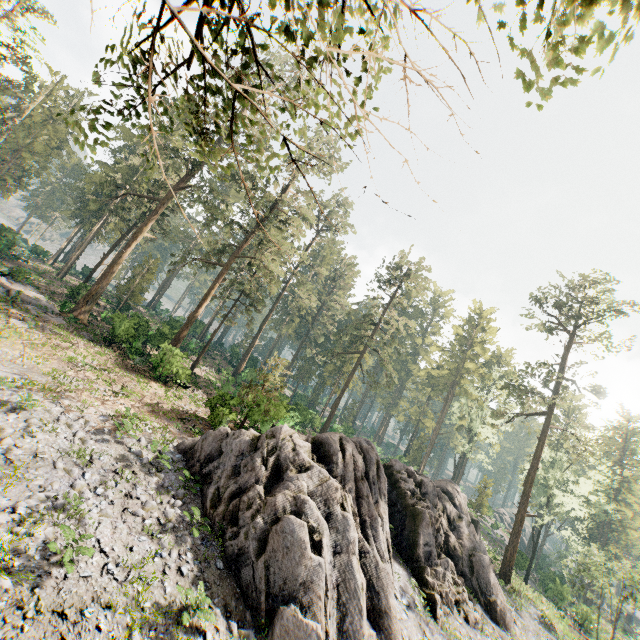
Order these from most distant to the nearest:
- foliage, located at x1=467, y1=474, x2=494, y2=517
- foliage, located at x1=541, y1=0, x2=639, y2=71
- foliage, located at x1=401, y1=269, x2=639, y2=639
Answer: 1. foliage, located at x1=467, y1=474, x2=494, y2=517
2. foliage, located at x1=401, y1=269, x2=639, y2=639
3. foliage, located at x1=541, y1=0, x2=639, y2=71

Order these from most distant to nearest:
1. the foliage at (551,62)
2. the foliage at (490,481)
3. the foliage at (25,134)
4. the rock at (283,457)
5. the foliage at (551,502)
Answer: the foliage at (490,481), the foliage at (551,502), the rock at (283,457), the foliage at (25,134), the foliage at (551,62)

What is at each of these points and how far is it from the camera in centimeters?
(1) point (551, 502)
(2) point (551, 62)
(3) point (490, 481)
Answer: (1) foliage, 5212cm
(2) foliage, 360cm
(3) foliage, 4509cm

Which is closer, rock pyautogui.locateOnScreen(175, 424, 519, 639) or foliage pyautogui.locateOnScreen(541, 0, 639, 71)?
foliage pyautogui.locateOnScreen(541, 0, 639, 71)

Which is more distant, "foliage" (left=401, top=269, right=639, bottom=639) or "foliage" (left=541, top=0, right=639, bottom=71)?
"foliage" (left=401, top=269, right=639, bottom=639)

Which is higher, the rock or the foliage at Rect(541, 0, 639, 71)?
the foliage at Rect(541, 0, 639, 71)

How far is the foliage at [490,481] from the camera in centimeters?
4362cm
